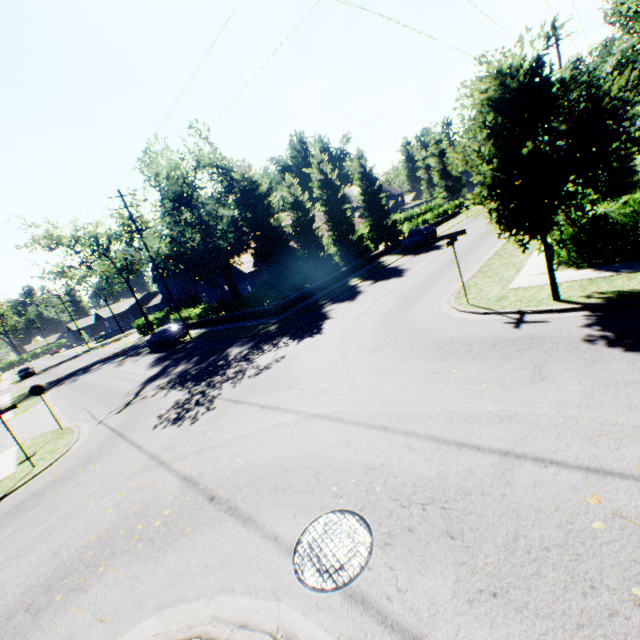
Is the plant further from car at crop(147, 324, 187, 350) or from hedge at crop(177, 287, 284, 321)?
car at crop(147, 324, 187, 350)

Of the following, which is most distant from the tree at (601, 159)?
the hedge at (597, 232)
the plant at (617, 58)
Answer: the hedge at (597, 232)

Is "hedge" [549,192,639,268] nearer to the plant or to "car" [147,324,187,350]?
"car" [147,324,187,350]

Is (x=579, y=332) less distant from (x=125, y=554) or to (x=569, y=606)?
(x=569, y=606)

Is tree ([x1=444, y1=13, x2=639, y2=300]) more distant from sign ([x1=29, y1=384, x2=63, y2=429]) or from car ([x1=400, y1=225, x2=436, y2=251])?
sign ([x1=29, y1=384, x2=63, y2=429])

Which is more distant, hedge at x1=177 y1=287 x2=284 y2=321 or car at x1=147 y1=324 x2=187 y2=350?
car at x1=147 y1=324 x2=187 y2=350

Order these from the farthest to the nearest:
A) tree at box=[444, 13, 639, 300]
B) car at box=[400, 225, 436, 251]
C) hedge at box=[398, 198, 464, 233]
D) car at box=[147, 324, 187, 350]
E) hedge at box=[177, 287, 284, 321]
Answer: hedge at box=[398, 198, 464, 233], car at box=[400, 225, 436, 251], car at box=[147, 324, 187, 350], hedge at box=[177, 287, 284, 321], tree at box=[444, 13, 639, 300]

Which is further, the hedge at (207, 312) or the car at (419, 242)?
the car at (419, 242)
